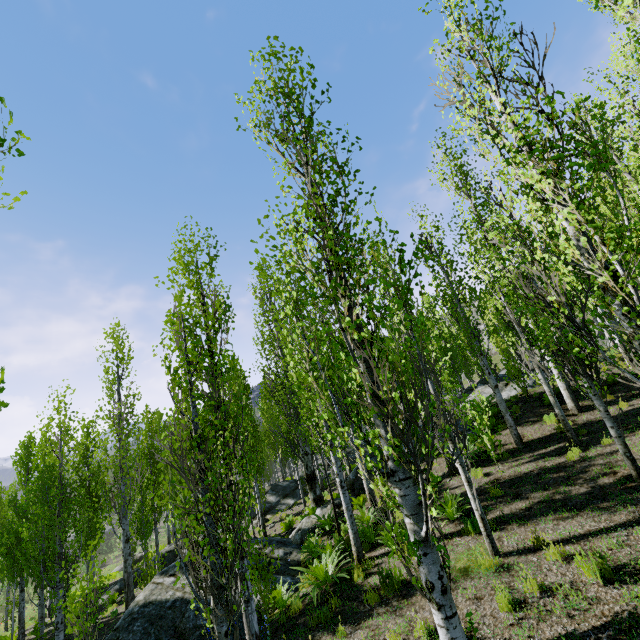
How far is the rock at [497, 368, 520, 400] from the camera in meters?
16.0 m

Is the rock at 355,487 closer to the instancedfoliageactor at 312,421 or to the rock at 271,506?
the instancedfoliageactor at 312,421

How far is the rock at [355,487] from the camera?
14.5m

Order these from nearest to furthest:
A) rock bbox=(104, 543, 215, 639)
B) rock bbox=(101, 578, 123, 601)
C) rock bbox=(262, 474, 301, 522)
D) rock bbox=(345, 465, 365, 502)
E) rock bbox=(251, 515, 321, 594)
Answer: rock bbox=(104, 543, 215, 639)
rock bbox=(251, 515, 321, 594)
rock bbox=(345, 465, 365, 502)
rock bbox=(101, 578, 123, 601)
rock bbox=(262, 474, 301, 522)

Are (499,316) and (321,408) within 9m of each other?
yes

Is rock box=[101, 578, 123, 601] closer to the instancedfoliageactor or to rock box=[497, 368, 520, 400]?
the instancedfoliageactor

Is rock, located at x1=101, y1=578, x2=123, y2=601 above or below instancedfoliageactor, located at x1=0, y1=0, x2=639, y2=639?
below

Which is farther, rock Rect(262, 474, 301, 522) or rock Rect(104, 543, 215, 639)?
rock Rect(262, 474, 301, 522)
